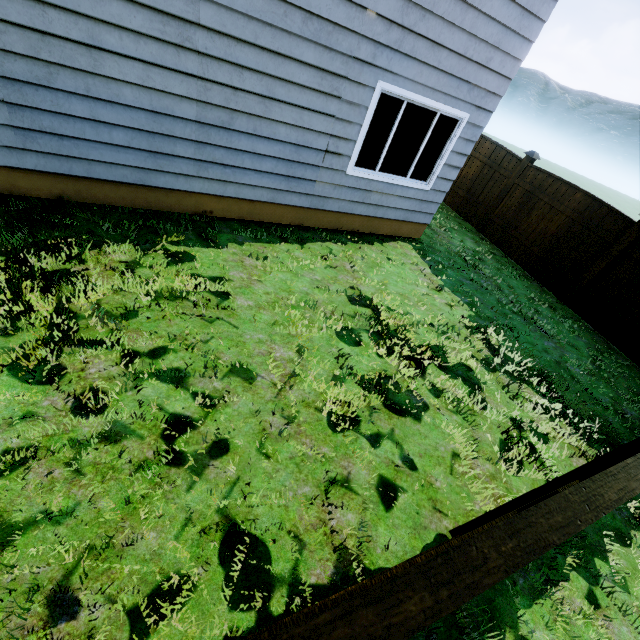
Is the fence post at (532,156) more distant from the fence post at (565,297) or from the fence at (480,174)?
the fence post at (565,297)

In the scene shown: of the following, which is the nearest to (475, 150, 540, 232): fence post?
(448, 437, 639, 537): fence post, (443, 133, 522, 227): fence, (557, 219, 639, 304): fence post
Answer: (443, 133, 522, 227): fence

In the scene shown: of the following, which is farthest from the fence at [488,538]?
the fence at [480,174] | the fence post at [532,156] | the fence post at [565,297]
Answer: the fence post at [532,156]

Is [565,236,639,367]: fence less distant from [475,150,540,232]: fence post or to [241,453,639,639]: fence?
[475,150,540,232]: fence post

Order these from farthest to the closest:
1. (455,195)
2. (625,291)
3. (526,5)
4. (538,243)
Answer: (455,195) < (538,243) < (625,291) < (526,5)

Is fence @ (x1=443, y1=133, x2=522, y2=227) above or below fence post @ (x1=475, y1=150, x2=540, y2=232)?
below

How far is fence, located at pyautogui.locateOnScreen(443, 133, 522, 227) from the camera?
8.7 meters
